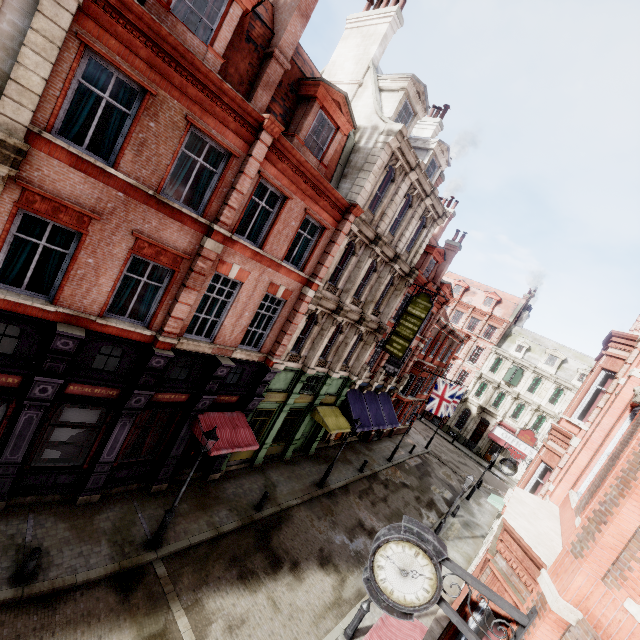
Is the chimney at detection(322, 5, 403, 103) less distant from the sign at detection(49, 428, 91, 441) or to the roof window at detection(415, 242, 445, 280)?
the roof window at detection(415, 242, 445, 280)

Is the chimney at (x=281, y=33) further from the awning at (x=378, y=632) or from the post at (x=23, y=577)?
the awning at (x=378, y=632)

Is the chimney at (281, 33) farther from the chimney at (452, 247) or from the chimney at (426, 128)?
the chimney at (452, 247)

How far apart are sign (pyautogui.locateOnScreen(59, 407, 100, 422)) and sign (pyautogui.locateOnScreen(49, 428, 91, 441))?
0.3m

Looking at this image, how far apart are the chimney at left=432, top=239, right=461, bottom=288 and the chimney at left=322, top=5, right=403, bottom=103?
14.98m

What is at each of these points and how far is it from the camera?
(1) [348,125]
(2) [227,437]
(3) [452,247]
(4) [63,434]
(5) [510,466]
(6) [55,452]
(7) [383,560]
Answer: (1) roof window, 13.0 meters
(2) awning, 13.1 meters
(3) chimney, 27.0 meters
(4) sign, 10.3 meters
(5) clock, 19.8 meters
(6) sign, 10.4 meters
(7) clock, 5.0 meters

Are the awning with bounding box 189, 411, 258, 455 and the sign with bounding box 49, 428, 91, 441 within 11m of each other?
yes

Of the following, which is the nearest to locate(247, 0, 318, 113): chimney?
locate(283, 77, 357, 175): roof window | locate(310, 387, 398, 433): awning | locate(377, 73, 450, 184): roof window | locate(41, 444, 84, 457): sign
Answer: locate(283, 77, 357, 175): roof window
